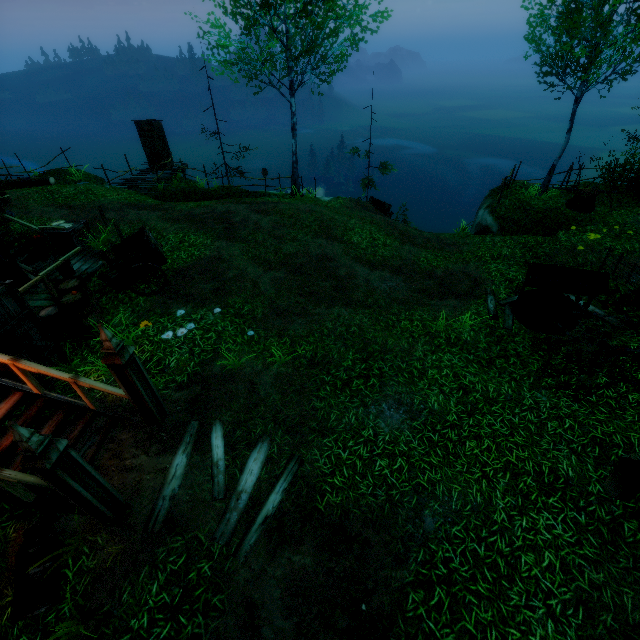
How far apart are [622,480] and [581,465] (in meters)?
0.71

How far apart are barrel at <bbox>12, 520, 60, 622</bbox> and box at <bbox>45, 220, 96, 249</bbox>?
9.22m

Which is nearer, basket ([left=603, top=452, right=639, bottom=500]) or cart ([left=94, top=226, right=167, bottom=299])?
basket ([left=603, top=452, right=639, bottom=500])

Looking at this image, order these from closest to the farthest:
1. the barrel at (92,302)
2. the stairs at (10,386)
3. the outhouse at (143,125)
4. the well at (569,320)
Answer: the stairs at (10,386) < the barrel at (92,302) < the well at (569,320) < the outhouse at (143,125)

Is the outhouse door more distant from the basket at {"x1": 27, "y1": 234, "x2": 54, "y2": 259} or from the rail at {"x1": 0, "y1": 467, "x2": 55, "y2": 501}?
the rail at {"x1": 0, "y1": 467, "x2": 55, "y2": 501}

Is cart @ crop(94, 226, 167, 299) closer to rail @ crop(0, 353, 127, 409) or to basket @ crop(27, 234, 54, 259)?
basket @ crop(27, 234, 54, 259)

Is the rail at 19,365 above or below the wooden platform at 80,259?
above

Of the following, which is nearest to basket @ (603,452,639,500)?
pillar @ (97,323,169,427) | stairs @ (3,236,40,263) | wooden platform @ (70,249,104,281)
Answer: pillar @ (97,323,169,427)
